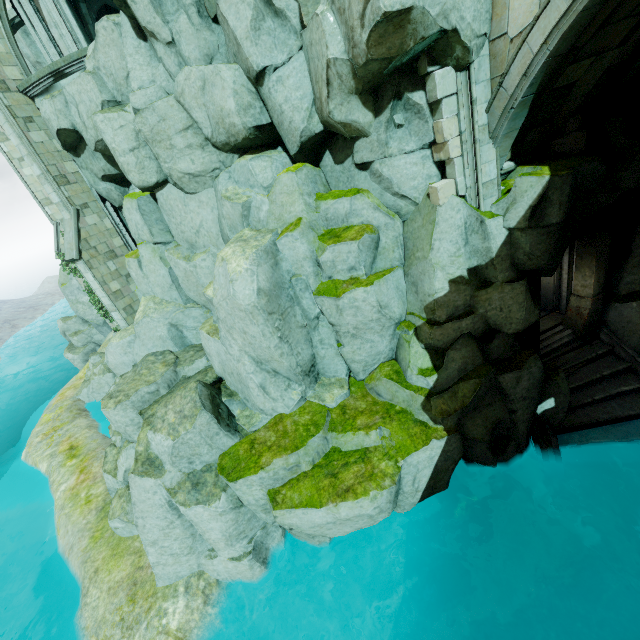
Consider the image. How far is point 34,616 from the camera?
11.21m

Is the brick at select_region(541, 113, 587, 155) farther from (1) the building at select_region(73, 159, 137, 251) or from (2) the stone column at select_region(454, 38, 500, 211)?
(1) the building at select_region(73, 159, 137, 251)

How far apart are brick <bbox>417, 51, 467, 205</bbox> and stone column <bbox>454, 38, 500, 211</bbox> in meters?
0.0

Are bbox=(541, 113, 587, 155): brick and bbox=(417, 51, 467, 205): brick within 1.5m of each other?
no

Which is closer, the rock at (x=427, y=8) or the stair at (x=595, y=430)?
the rock at (x=427, y=8)

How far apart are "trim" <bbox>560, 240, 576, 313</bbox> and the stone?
0.0 meters

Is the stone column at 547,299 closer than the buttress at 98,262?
Result: Yes

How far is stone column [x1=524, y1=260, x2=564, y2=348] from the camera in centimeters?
1009cm
